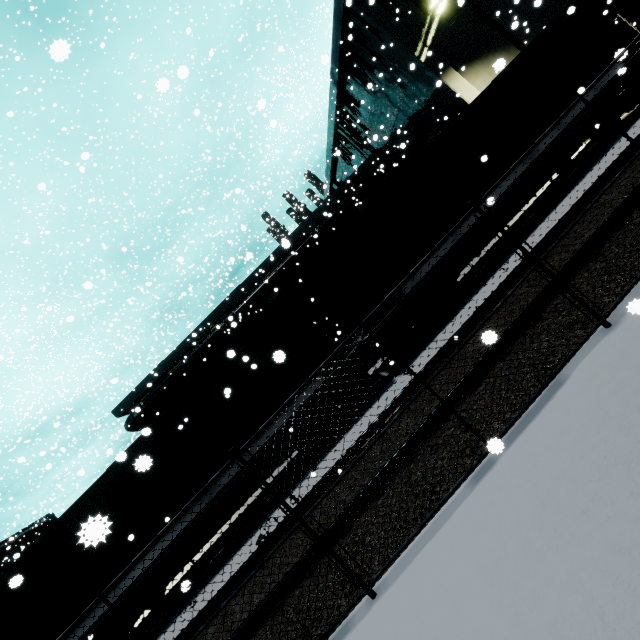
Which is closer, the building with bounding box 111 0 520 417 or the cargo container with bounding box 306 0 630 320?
the cargo container with bounding box 306 0 630 320

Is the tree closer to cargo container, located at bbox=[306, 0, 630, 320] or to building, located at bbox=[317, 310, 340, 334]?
building, located at bbox=[317, 310, 340, 334]

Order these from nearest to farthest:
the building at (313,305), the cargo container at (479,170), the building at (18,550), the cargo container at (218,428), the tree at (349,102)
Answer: the cargo container at (218,428), the cargo container at (479,170), the building at (313,305), the tree at (349,102), the building at (18,550)

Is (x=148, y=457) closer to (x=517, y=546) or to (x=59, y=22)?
(x=517, y=546)

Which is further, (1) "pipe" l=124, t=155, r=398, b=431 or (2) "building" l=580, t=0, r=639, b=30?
(1) "pipe" l=124, t=155, r=398, b=431

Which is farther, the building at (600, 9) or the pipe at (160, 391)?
the pipe at (160, 391)

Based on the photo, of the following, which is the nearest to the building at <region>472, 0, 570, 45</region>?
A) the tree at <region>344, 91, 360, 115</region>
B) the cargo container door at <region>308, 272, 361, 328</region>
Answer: the tree at <region>344, 91, 360, 115</region>

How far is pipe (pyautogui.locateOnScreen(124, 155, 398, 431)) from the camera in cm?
2480
